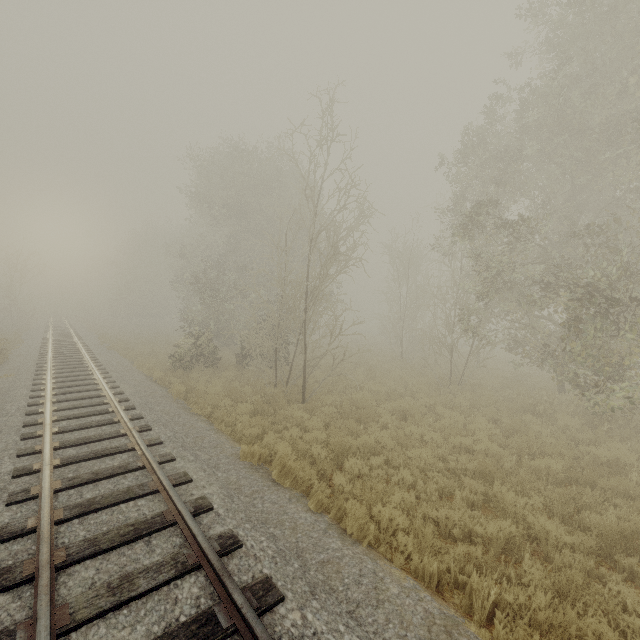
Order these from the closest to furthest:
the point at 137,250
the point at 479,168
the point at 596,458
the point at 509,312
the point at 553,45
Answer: the point at 596,458
the point at 553,45
the point at 479,168
the point at 509,312
the point at 137,250
